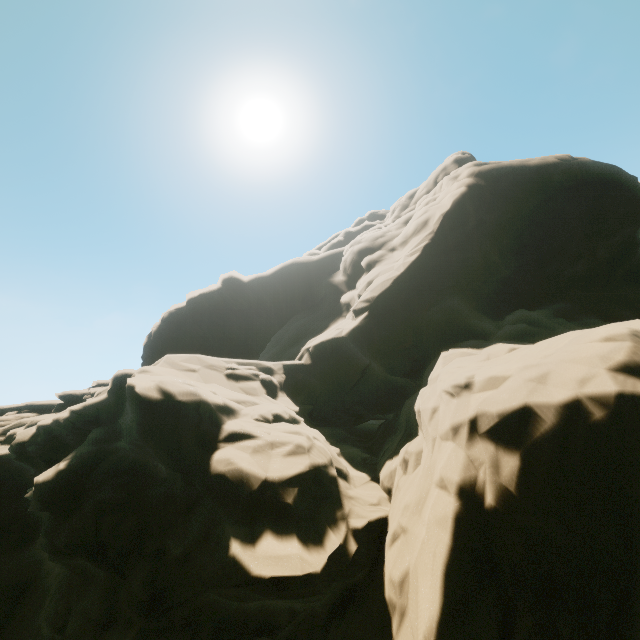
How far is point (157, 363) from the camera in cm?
1193
